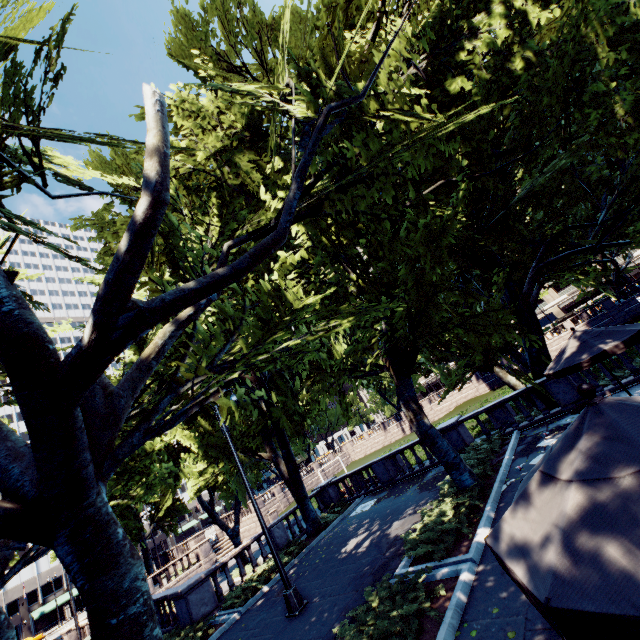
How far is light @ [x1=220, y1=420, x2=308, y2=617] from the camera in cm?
979

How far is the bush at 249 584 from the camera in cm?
1300

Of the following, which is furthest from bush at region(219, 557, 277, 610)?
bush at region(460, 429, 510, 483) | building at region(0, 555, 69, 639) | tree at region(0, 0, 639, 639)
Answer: building at region(0, 555, 69, 639)

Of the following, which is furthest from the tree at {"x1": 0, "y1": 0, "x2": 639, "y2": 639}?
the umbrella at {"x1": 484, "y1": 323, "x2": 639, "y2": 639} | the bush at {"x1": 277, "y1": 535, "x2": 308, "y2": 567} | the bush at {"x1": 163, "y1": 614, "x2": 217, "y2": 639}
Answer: the umbrella at {"x1": 484, "y1": 323, "x2": 639, "y2": 639}

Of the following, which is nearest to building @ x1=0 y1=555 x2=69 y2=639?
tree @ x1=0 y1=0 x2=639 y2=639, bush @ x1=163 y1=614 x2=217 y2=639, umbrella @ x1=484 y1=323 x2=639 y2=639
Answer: tree @ x1=0 y1=0 x2=639 y2=639

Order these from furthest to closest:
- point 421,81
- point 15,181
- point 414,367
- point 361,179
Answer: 1. point 414,367
2. point 421,81
3. point 361,179
4. point 15,181

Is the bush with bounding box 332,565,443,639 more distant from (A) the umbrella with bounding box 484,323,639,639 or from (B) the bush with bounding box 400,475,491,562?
(A) the umbrella with bounding box 484,323,639,639

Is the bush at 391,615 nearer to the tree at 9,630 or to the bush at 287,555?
the tree at 9,630
